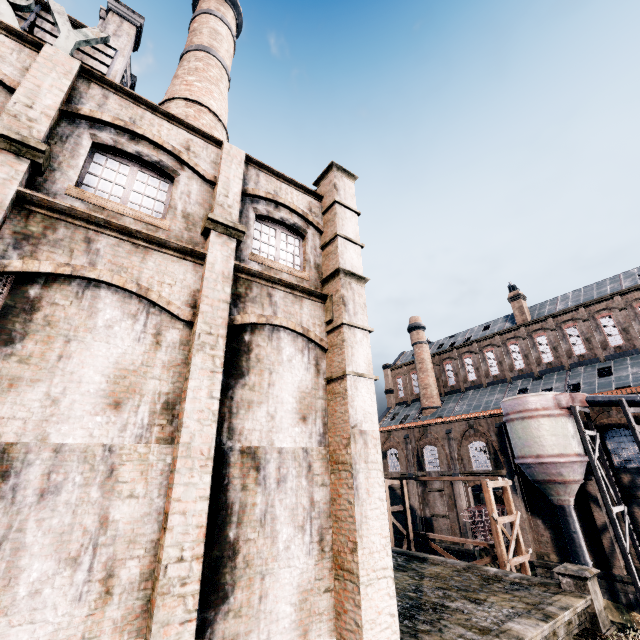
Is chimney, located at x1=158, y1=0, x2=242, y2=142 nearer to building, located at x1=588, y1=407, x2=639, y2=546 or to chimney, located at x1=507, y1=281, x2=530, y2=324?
building, located at x1=588, y1=407, x2=639, y2=546

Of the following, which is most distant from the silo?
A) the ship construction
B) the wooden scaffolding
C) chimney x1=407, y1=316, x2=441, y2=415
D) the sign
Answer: the sign

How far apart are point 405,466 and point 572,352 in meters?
23.0 m

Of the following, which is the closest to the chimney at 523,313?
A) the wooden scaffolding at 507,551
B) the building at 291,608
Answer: the building at 291,608

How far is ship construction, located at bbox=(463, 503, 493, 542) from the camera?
29.6m

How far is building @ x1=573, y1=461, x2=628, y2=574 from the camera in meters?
23.7

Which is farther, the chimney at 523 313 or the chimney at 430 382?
the chimney at 430 382
